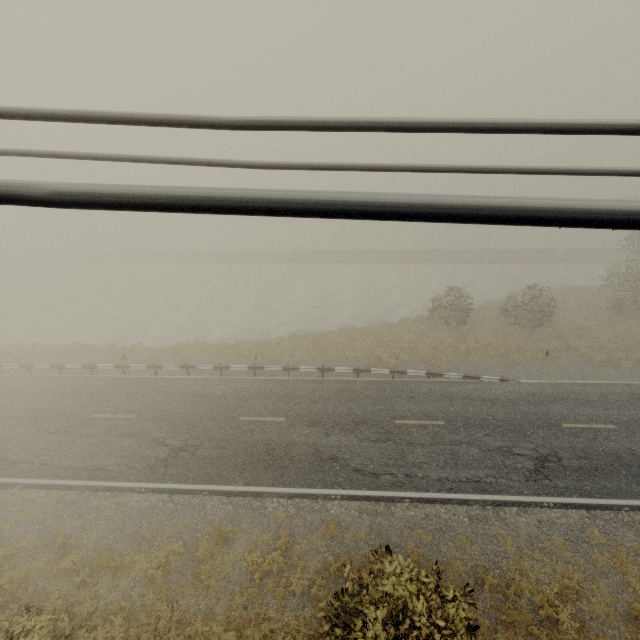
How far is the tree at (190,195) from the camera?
1.0 meters

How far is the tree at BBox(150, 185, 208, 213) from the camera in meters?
1.0

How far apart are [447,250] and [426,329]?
27.52m
